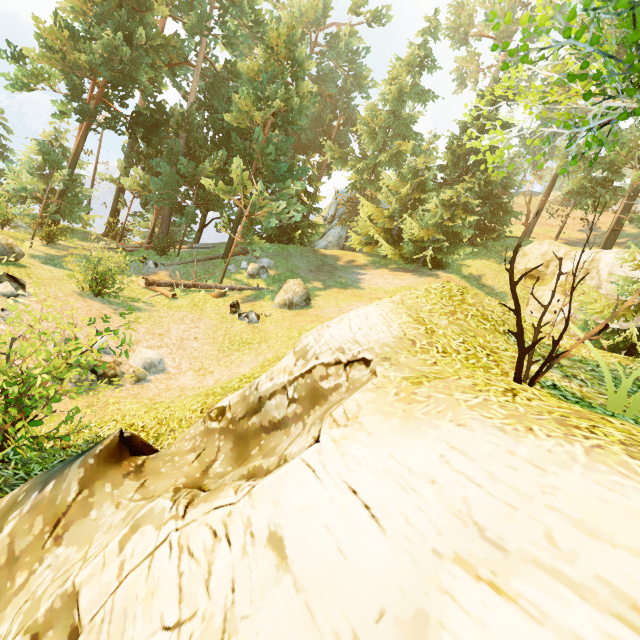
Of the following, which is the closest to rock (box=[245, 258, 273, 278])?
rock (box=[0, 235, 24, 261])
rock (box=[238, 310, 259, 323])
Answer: rock (box=[238, 310, 259, 323])

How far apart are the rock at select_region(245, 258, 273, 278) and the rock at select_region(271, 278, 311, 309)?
3.3 meters

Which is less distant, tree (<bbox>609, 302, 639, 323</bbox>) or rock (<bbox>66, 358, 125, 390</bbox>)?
rock (<bbox>66, 358, 125, 390</bbox>)

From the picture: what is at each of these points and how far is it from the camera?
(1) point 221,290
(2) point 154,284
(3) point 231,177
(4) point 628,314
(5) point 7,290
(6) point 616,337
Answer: (1) log, 16.84m
(2) log, 16.03m
(3) tree, 21.72m
(4) tree, 10.66m
(5) rock, 9.65m
(6) tree, 10.93m

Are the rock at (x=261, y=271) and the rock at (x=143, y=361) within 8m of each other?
no

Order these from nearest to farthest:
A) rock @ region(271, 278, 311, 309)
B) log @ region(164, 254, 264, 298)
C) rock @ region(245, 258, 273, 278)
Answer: rock @ region(271, 278, 311, 309) → log @ region(164, 254, 264, 298) → rock @ region(245, 258, 273, 278)

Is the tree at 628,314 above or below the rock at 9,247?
above

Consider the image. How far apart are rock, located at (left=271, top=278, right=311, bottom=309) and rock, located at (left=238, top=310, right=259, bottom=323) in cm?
99
